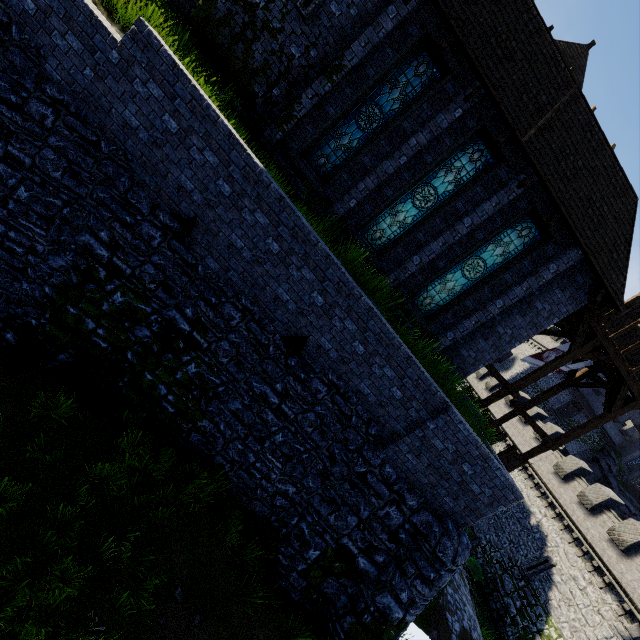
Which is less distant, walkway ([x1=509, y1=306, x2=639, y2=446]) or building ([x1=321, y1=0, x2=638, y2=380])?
building ([x1=321, y1=0, x2=638, y2=380])

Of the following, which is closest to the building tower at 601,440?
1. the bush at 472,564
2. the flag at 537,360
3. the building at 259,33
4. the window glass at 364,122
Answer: the bush at 472,564

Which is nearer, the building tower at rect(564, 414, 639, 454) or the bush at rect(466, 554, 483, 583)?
the bush at rect(466, 554, 483, 583)

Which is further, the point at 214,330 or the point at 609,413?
the point at 609,413

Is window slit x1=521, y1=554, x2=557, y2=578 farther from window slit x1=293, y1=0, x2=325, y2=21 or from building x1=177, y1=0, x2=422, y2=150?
window slit x1=293, y1=0, x2=325, y2=21

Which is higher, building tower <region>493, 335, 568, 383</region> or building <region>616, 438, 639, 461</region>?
building <region>616, 438, 639, 461</region>

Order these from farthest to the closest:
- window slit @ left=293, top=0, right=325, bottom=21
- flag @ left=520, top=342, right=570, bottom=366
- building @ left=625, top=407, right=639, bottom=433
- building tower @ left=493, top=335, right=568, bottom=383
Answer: building @ left=625, top=407, right=639, bottom=433 < building tower @ left=493, top=335, right=568, bottom=383 < flag @ left=520, top=342, right=570, bottom=366 < window slit @ left=293, top=0, right=325, bottom=21

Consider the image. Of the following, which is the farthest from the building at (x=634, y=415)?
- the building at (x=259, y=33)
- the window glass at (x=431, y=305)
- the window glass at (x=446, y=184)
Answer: the window glass at (x=446, y=184)
